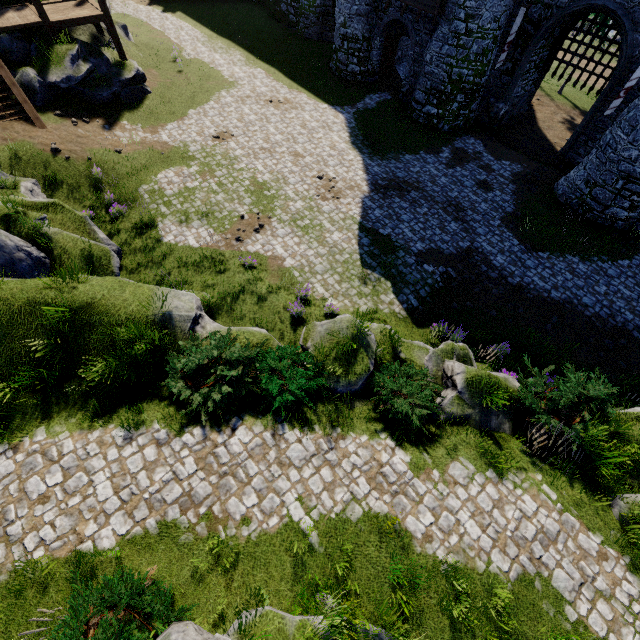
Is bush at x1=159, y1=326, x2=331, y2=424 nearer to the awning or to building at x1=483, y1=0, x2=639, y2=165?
building at x1=483, y1=0, x2=639, y2=165

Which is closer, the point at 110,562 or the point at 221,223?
the point at 110,562

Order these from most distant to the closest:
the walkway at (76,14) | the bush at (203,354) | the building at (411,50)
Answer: the building at (411,50) → the walkway at (76,14) → the bush at (203,354)

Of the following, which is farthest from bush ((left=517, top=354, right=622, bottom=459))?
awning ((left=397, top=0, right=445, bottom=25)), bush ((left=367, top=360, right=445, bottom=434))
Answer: awning ((left=397, top=0, right=445, bottom=25))

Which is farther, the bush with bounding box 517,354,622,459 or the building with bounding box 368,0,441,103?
the building with bounding box 368,0,441,103

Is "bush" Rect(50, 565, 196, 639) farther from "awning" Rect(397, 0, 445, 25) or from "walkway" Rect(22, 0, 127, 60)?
"awning" Rect(397, 0, 445, 25)

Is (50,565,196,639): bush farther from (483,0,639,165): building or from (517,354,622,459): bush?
(483,0,639,165): building

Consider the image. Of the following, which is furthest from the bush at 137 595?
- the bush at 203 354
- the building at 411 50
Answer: the building at 411 50
